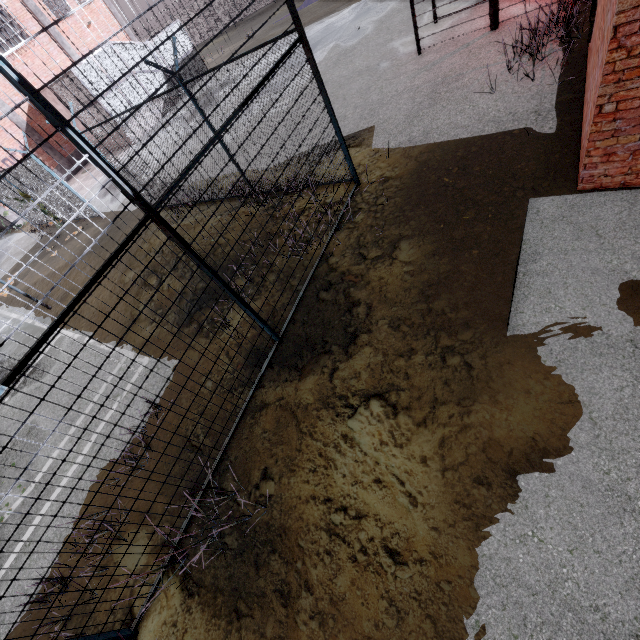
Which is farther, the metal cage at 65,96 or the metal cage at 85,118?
the metal cage at 85,118

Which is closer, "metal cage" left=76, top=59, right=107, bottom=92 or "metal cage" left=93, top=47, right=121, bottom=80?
"metal cage" left=76, top=59, right=107, bottom=92

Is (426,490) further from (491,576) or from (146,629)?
(146,629)

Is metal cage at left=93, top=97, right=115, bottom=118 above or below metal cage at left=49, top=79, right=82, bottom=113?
below

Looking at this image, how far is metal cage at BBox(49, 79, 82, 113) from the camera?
17.6 meters

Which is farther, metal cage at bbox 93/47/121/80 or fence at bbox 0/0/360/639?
metal cage at bbox 93/47/121/80
